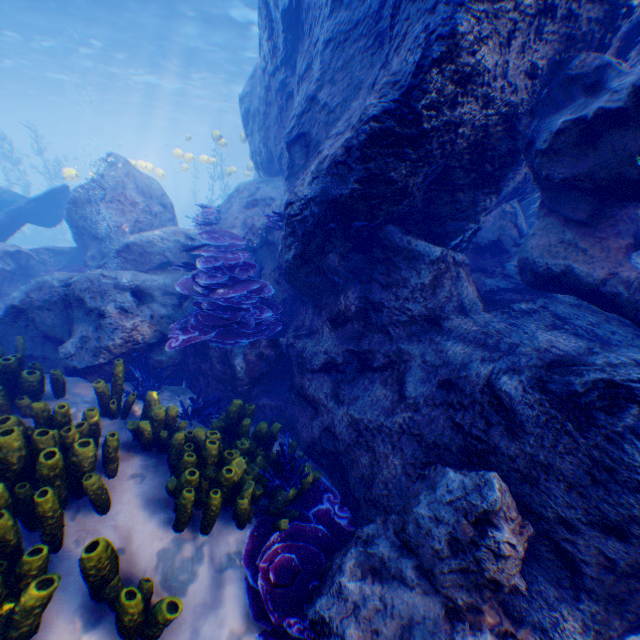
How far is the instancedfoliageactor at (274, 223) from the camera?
6.15m

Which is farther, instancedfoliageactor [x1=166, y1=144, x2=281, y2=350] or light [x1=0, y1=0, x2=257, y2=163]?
light [x1=0, y1=0, x2=257, y2=163]

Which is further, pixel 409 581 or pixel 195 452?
pixel 195 452

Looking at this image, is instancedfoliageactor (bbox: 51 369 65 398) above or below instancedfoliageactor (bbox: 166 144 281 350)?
below

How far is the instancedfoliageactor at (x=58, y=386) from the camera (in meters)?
4.00

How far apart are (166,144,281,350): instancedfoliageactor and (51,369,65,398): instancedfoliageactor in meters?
2.6

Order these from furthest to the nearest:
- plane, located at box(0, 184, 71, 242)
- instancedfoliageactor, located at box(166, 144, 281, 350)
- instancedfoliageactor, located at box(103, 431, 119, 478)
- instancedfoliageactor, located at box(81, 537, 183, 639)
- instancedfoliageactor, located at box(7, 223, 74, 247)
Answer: instancedfoliageactor, located at box(7, 223, 74, 247) → plane, located at box(0, 184, 71, 242) → instancedfoliageactor, located at box(166, 144, 281, 350) → instancedfoliageactor, located at box(103, 431, 119, 478) → instancedfoliageactor, located at box(81, 537, 183, 639)

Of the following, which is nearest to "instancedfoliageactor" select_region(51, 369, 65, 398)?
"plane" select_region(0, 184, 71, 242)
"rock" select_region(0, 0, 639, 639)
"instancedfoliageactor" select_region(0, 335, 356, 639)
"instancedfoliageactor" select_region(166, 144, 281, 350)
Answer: "rock" select_region(0, 0, 639, 639)
